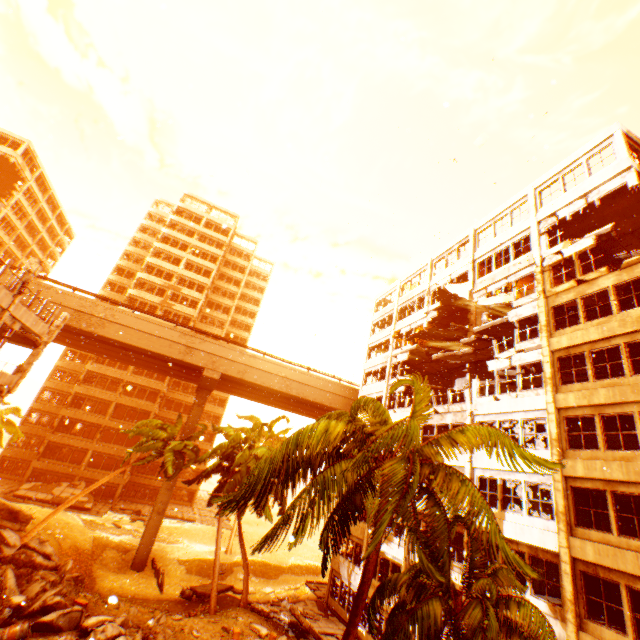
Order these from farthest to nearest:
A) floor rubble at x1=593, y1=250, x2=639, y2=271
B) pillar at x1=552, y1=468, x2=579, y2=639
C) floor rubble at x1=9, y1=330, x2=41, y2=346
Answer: floor rubble at x1=9, y1=330, x2=41, y2=346 < floor rubble at x1=593, y1=250, x2=639, y2=271 < pillar at x1=552, y1=468, x2=579, y2=639

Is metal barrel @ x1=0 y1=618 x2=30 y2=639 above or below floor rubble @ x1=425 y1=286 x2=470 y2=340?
below

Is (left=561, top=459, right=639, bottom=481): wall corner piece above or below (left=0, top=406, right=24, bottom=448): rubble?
above

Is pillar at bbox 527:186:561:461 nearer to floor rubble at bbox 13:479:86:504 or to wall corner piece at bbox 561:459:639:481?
wall corner piece at bbox 561:459:639:481

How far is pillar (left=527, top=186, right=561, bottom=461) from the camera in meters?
15.0

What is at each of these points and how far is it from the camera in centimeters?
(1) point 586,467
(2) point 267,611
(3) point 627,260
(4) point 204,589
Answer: (1) wall corner piece, 1350cm
(2) floor rubble, 2112cm
(3) floor rubble, 1496cm
(4) floor rubble, 2492cm

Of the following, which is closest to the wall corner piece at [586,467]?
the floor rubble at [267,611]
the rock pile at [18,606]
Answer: the rock pile at [18,606]

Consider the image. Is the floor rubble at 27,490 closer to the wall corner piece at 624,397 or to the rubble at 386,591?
the rubble at 386,591
